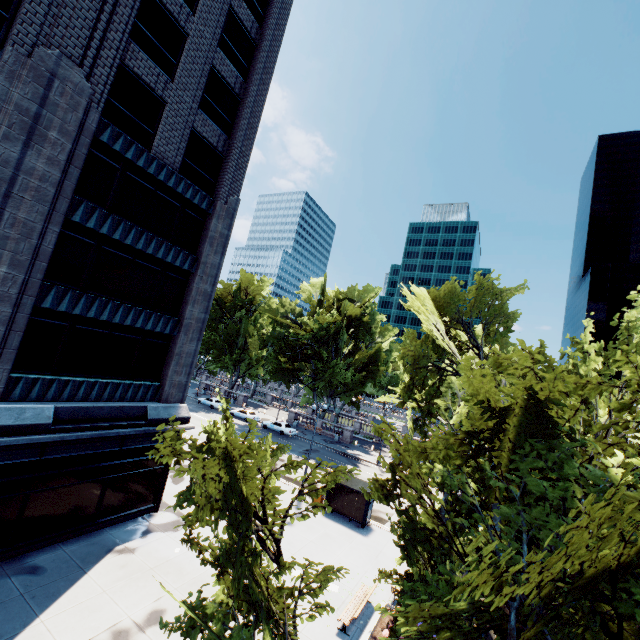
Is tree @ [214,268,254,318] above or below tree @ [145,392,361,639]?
above

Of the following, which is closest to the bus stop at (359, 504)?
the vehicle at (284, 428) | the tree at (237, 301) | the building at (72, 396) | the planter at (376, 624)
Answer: the tree at (237, 301)

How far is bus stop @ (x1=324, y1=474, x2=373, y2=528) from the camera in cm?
2242

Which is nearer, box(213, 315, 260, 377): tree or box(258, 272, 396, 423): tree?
box(258, 272, 396, 423): tree

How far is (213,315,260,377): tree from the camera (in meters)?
56.22

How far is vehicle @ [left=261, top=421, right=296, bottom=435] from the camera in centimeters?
4356cm

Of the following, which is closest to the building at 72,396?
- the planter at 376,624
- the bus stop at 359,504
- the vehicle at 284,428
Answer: the bus stop at 359,504

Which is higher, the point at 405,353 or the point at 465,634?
the point at 405,353
